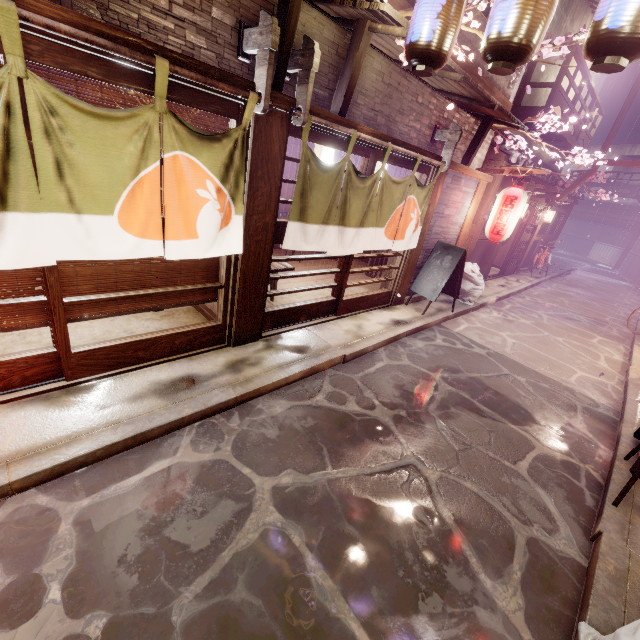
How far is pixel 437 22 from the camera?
5.48m

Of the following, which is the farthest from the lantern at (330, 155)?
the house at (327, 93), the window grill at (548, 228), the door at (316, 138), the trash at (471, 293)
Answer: the window grill at (548, 228)

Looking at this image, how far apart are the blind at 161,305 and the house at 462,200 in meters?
8.1

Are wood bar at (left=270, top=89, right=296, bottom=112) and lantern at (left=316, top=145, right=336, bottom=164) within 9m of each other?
yes

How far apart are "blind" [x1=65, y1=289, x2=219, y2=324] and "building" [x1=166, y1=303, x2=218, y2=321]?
0.7 meters

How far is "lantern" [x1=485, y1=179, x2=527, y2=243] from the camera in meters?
12.2 m

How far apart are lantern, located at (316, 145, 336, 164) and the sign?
5.2m

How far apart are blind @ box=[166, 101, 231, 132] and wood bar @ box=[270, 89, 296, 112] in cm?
76
